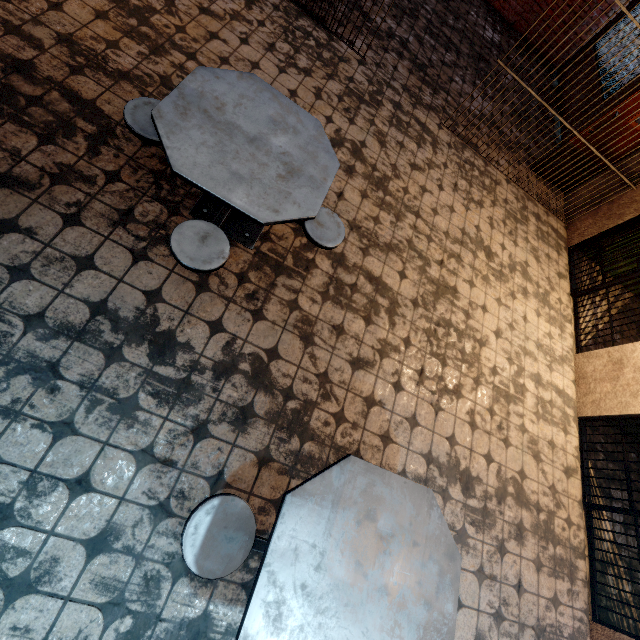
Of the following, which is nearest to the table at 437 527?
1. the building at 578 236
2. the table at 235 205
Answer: the table at 235 205

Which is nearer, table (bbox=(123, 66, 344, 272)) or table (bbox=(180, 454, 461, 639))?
table (bbox=(180, 454, 461, 639))

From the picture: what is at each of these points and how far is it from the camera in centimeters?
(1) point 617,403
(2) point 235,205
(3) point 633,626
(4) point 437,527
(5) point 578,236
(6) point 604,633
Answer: (1) building, 384cm
(2) table, 202cm
(3) building, 342cm
(4) table, 192cm
(5) building, 544cm
(6) building, 306cm

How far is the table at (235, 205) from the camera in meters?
2.0

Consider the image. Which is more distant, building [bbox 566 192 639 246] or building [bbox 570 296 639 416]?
building [bbox 566 192 639 246]

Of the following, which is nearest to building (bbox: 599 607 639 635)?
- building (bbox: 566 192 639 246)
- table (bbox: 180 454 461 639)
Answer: building (bbox: 566 192 639 246)

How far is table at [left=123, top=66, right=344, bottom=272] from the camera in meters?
2.0

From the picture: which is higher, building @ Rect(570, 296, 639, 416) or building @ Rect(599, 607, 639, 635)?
building @ Rect(570, 296, 639, 416)
